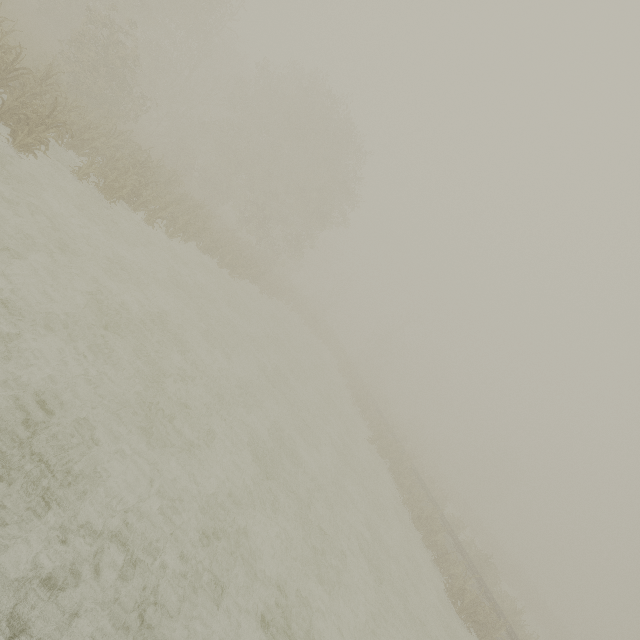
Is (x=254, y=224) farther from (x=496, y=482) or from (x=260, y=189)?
(x=496, y=482)
